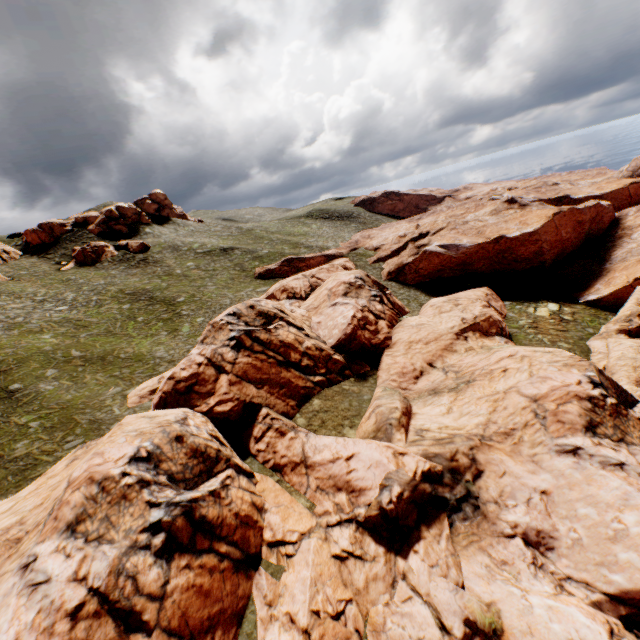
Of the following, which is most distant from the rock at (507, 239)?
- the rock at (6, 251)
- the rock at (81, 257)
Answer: the rock at (6, 251)

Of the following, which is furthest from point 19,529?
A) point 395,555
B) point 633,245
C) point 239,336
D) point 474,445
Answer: point 633,245

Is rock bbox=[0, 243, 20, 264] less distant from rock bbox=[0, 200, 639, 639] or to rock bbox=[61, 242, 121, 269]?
rock bbox=[61, 242, 121, 269]

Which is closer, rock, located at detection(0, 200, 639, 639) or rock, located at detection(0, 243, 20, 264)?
rock, located at detection(0, 200, 639, 639)

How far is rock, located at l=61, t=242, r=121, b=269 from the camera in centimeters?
5737cm

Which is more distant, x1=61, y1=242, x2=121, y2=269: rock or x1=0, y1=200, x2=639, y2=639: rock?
x1=61, y1=242, x2=121, y2=269: rock
